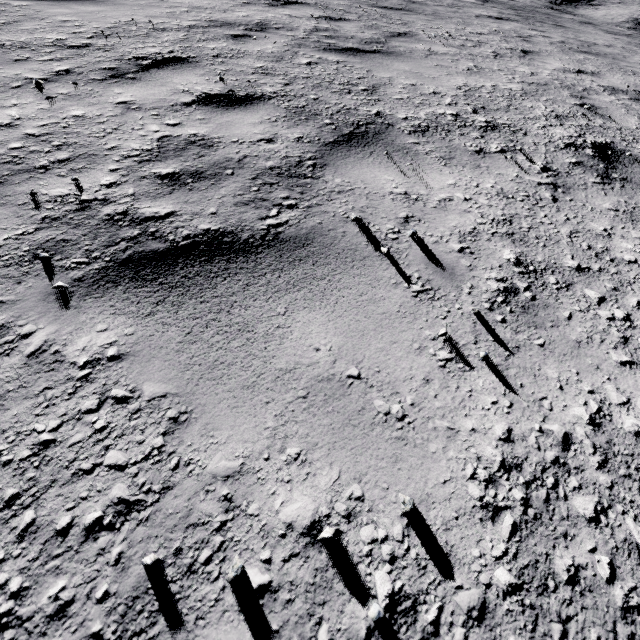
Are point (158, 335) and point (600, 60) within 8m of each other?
no
